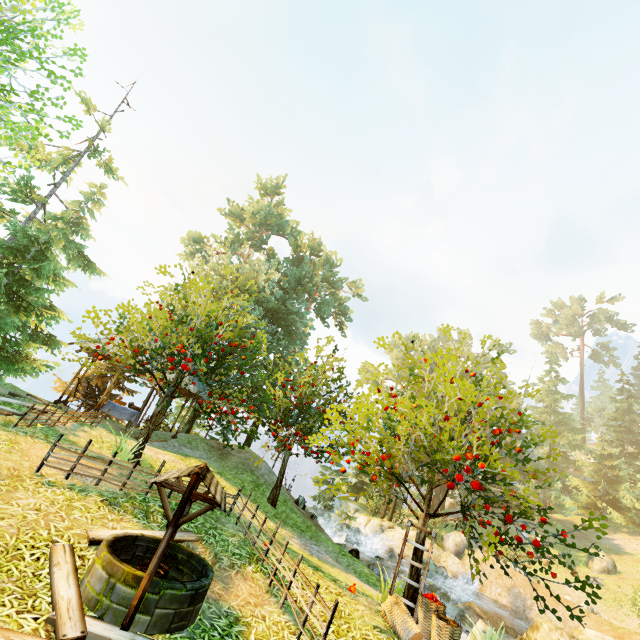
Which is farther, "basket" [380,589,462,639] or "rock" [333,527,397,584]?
"rock" [333,527,397,584]

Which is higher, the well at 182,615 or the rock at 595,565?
the rock at 595,565

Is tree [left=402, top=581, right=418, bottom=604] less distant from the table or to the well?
the well

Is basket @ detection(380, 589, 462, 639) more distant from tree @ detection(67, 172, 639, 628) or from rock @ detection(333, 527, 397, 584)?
rock @ detection(333, 527, 397, 584)

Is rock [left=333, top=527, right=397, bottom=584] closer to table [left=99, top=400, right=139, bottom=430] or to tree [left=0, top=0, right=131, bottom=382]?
tree [left=0, top=0, right=131, bottom=382]

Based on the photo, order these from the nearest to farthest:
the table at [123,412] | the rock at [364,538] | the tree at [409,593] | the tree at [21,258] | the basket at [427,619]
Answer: the basket at [427,619]
the tree at [409,593]
the tree at [21,258]
the table at [123,412]
the rock at [364,538]

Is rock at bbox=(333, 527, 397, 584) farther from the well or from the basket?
the well

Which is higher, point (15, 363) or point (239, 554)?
point (15, 363)
